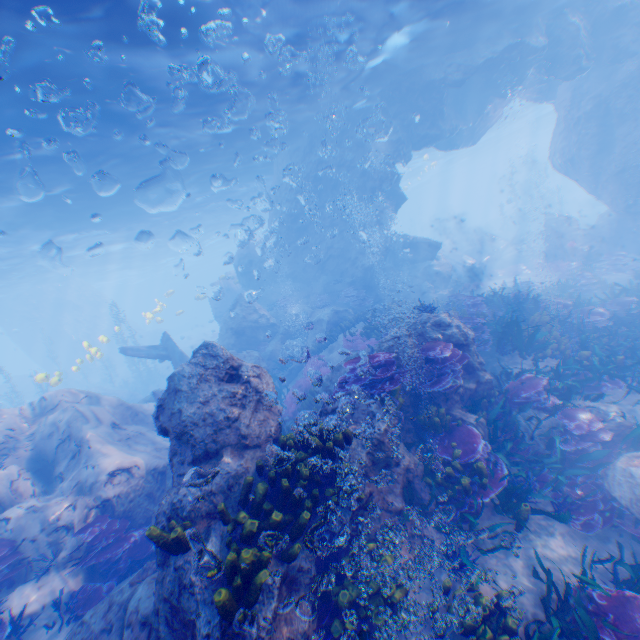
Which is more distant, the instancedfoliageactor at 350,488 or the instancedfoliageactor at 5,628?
the instancedfoliageactor at 5,628

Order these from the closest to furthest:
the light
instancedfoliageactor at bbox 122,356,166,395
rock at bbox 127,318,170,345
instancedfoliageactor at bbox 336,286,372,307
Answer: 1. the light
2. instancedfoliageactor at bbox 336,286,372,307
3. instancedfoliageactor at bbox 122,356,166,395
4. rock at bbox 127,318,170,345

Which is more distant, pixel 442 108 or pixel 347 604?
pixel 442 108

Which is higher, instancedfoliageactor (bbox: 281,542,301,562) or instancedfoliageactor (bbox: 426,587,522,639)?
A: instancedfoliageactor (bbox: 281,542,301,562)

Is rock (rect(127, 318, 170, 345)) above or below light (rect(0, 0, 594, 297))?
below

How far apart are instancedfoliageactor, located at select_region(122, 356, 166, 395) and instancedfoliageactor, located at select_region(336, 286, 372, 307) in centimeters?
2029cm

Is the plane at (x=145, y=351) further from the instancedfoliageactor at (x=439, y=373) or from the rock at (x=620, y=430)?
the instancedfoliageactor at (x=439, y=373)

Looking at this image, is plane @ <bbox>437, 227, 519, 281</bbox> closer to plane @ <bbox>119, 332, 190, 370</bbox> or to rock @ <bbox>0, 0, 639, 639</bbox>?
rock @ <bbox>0, 0, 639, 639</bbox>
